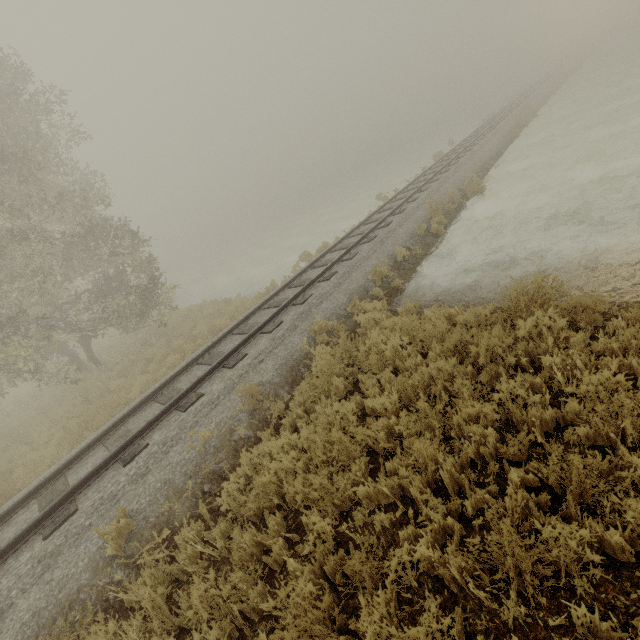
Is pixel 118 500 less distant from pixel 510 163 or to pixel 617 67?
pixel 510 163
